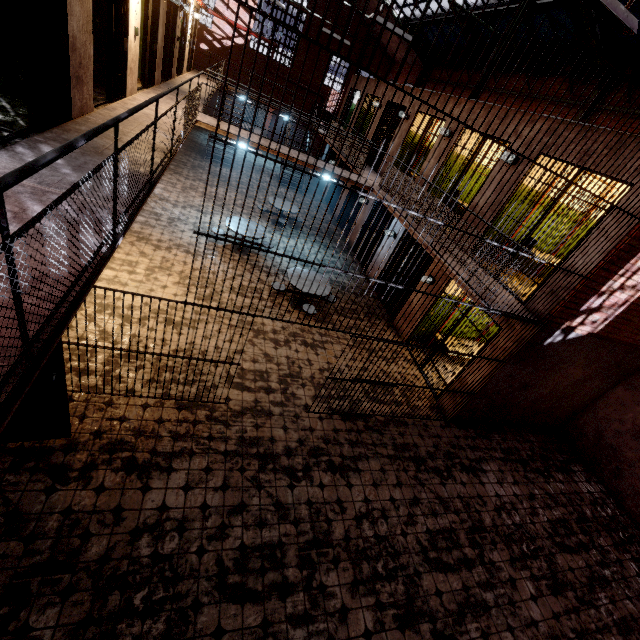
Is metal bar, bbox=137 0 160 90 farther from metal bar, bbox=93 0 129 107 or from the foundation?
the foundation

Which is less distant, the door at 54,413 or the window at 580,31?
the door at 54,413

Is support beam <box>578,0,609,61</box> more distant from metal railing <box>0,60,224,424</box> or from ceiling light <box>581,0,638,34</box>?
metal railing <box>0,60,224,424</box>

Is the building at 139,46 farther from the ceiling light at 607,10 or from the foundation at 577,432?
the foundation at 577,432

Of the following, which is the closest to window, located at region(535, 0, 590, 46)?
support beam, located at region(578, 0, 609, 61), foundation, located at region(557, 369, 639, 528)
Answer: support beam, located at region(578, 0, 609, 61)

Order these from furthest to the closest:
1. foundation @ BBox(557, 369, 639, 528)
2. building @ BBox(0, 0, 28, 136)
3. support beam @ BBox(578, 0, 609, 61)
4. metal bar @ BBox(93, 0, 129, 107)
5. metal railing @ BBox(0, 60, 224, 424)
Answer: support beam @ BBox(578, 0, 609, 61) → foundation @ BBox(557, 369, 639, 528) → metal bar @ BBox(93, 0, 129, 107) → building @ BBox(0, 0, 28, 136) → metal railing @ BBox(0, 60, 224, 424)

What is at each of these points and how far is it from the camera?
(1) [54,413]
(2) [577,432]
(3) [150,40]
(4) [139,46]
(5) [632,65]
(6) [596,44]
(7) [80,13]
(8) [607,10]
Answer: (1) door, 3.9 meters
(2) foundation, 8.5 meters
(3) metal bar, 8.1 meters
(4) building, 8.9 meters
(5) window, 8.3 meters
(6) support beam, 8.4 meters
(7) building, 4.5 meters
(8) ceiling light, 3.3 meters

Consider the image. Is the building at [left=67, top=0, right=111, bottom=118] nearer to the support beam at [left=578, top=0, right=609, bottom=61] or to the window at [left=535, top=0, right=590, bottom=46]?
the support beam at [left=578, top=0, right=609, bottom=61]
